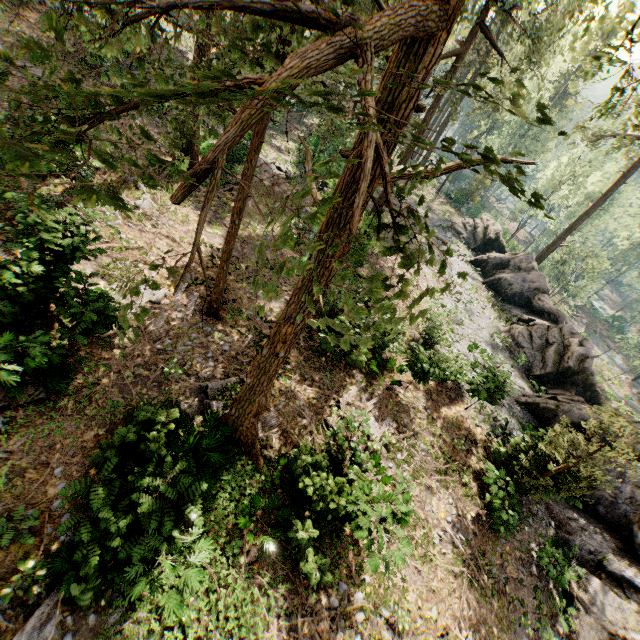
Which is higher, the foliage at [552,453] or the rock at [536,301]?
the foliage at [552,453]

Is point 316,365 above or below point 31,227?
below

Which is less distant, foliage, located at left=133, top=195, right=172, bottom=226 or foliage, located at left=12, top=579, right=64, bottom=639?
foliage, located at left=12, top=579, right=64, bottom=639

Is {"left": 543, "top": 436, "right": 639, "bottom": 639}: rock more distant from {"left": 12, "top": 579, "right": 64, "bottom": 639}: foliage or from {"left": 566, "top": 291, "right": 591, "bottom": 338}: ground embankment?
{"left": 566, "top": 291, "right": 591, "bottom": 338}: ground embankment

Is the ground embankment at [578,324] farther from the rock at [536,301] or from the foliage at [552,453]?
the rock at [536,301]

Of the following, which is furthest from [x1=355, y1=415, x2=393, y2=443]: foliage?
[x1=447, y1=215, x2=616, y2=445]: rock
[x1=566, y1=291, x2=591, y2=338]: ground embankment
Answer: [x1=566, y1=291, x2=591, y2=338]: ground embankment

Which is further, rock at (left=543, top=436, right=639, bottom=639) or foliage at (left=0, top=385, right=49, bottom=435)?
rock at (left=543, top=436, right=639, bottom=639)
